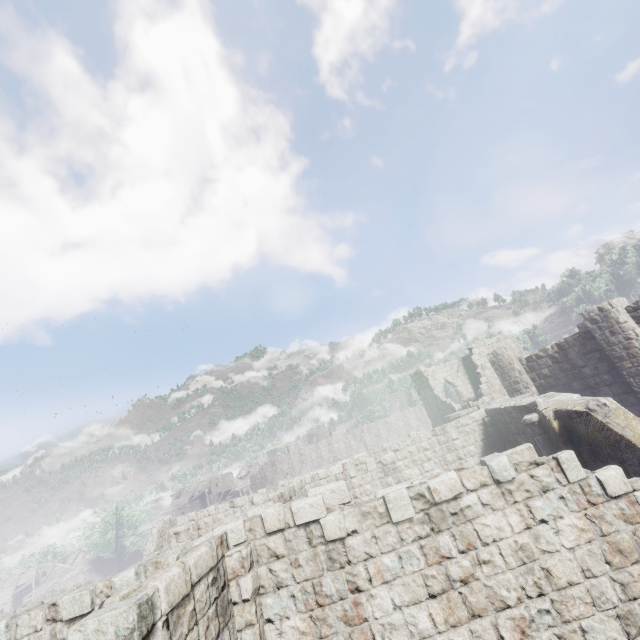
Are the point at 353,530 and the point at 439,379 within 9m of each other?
no
